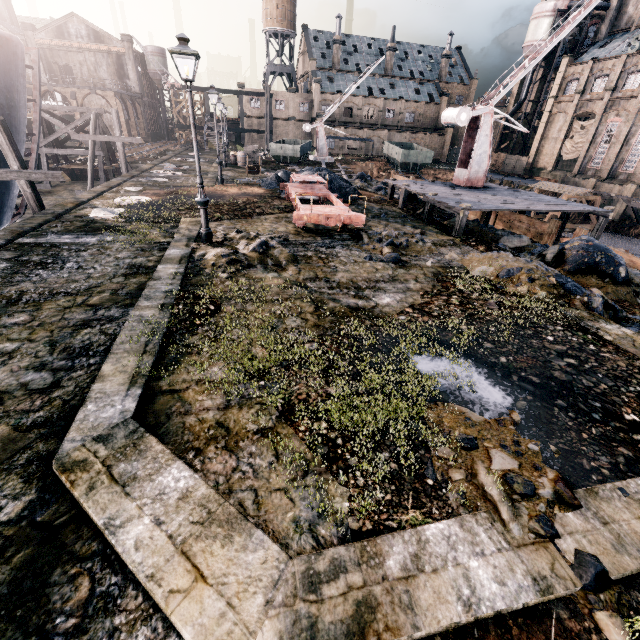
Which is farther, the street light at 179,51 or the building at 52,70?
the building at 52,70

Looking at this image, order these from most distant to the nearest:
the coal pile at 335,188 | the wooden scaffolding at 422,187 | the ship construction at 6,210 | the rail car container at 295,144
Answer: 1. the rail car container at 295,144
2. the coal pile at 335,188
3. the ship construction at 6,210
4. the wooden scaffolding at 422,187

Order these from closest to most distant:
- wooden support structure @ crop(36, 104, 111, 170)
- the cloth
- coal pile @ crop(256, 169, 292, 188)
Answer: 1. coal pile @ crop(256, 169, 292, 188)
2. wooden support structure @ crop(36, 104, 111, 170)
3. the cloth

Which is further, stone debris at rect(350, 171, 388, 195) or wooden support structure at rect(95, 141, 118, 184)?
wooden support structure at rect(95, 141, 118, 184)

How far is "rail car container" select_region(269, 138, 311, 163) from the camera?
35.2m

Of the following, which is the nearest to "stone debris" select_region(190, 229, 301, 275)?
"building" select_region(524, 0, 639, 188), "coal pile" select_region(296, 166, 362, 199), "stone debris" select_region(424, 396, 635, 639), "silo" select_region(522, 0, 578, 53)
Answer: "stone debris" select_region(424, 396, 635, 639)

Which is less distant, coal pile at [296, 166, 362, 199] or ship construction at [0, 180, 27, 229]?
ship construction at [0, 180, 27, 229]

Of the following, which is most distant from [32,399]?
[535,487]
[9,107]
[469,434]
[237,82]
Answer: [237,82]
